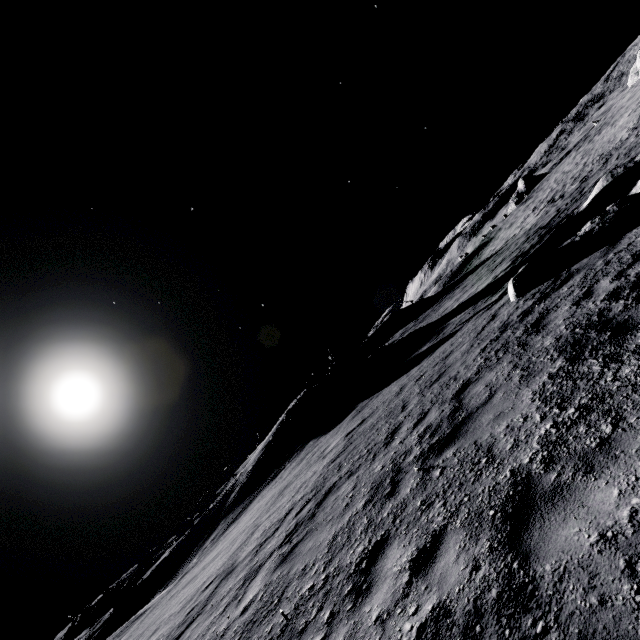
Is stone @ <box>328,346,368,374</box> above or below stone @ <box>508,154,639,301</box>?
above

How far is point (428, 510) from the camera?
4.2m

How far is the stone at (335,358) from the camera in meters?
29.2

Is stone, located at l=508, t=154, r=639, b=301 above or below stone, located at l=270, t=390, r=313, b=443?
below

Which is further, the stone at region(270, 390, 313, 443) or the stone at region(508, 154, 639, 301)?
the stone at region(270, 390, 313, 443)

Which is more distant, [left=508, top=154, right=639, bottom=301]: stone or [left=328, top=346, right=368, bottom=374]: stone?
[left=328, top=346, right=368, bottom=374]: stone

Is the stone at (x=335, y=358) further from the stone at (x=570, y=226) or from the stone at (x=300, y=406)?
the stone at (x=570, y=226)

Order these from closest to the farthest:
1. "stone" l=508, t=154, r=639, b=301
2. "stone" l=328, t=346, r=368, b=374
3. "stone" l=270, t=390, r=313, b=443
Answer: "stone" l=508, t=154, r=639, b=301
"stone" l=270, t=390, r=313, b=443
"stone" l=328, t=346, r=368, b=374
